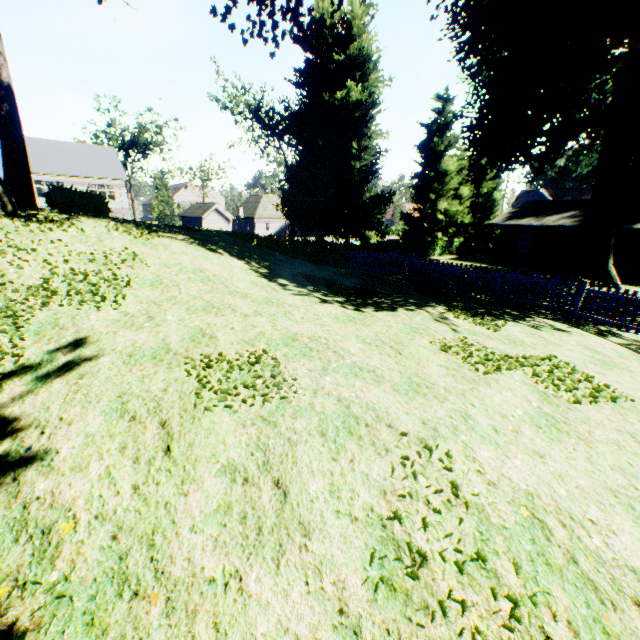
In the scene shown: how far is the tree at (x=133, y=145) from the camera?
53.28m

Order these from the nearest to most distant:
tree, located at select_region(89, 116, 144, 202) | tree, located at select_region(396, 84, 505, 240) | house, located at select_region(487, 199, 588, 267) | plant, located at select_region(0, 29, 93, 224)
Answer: plant, located at select_region(0, 29, 93, 224) → house, located at select_region(487, 199, 588, 267) → tree, located at select_region(396, 84, 505, 240) → tree, located at select_region(89, 116, 144, 202)

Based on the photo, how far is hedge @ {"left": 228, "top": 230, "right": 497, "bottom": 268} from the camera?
26.55m

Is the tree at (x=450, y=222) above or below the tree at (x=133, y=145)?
below

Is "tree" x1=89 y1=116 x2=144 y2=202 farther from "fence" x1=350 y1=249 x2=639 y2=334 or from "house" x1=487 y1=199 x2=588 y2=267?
"house" x1=487 y1=199 x2=588 y2=267

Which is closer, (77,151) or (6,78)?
(6,78)

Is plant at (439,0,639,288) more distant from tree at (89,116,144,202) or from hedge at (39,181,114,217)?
hedge at (39,181,114,217)

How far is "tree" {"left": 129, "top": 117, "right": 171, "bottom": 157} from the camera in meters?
53.3
